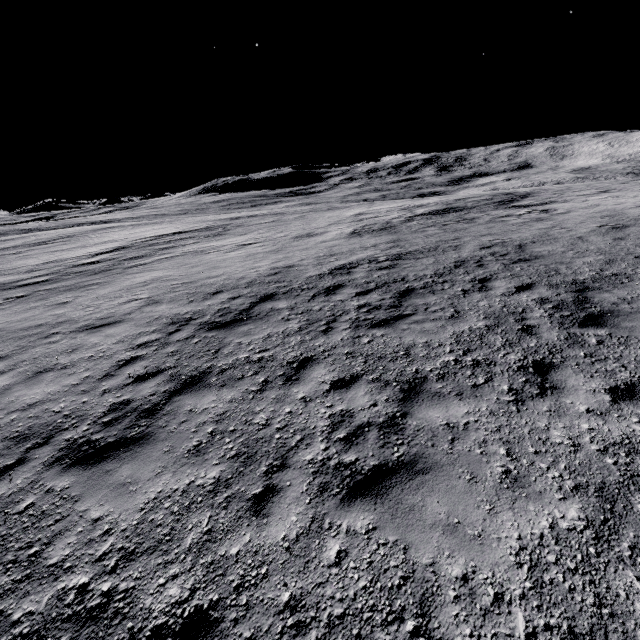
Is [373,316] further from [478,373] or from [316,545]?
[316,545]
